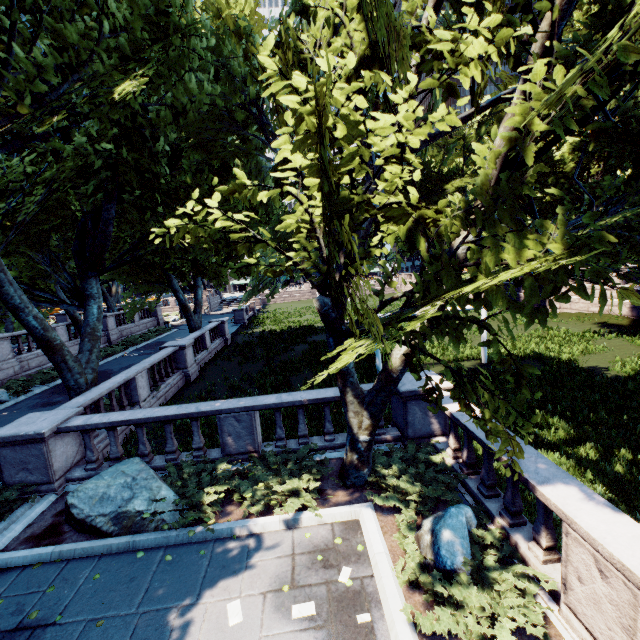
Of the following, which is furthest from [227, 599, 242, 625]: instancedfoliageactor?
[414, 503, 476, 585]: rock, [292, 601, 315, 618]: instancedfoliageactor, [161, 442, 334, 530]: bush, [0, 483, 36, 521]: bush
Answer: [0, 483, 36, 521]: bush

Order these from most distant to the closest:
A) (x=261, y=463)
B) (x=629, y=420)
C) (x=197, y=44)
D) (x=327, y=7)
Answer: (x=629, y=420) → (x=261, y=463) → (x=197, y=44) → (x=327, y=7)

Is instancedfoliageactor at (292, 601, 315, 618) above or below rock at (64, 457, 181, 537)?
below

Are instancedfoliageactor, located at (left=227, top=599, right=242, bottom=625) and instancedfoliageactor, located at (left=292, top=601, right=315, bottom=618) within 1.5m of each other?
yes

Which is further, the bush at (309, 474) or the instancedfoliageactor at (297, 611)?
the bush at (309, 474)

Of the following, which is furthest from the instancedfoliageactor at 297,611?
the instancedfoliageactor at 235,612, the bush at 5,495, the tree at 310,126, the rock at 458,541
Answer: the bush at 5,495

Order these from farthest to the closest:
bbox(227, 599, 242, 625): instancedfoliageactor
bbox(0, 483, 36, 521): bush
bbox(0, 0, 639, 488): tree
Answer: bbox(0, 483, 36, 521): bush
bbox(227, 599, 242, 625): instancedfoliageactor
bbox(0, 0, 639, 488): tree

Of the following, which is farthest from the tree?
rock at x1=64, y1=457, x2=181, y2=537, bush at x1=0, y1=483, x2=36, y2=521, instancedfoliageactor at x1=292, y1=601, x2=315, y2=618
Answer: rock at x1=64, y1=457, x2=181, y2=537
